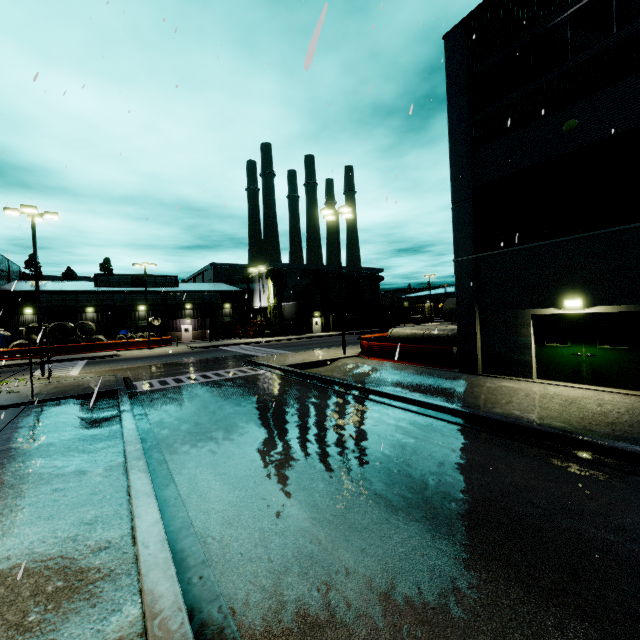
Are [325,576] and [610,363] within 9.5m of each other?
no

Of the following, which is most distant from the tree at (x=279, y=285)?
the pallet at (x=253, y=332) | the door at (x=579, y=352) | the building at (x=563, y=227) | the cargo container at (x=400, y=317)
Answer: the door at (x=579, y=352)

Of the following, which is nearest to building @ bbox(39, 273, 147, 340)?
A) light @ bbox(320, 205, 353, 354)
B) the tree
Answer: the tree

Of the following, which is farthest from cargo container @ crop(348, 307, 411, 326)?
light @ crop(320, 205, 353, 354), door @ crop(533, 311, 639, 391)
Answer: door @ crop(533, 311, 639, 391)

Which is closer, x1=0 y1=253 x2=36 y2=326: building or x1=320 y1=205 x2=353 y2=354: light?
x1=320 y1=205 x2=353 y2=354: light

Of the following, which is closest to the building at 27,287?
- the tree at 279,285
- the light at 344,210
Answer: the tree at 279,285

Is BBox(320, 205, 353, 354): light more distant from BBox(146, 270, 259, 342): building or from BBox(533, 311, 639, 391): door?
BBox(533, 311, 639, 391): door
